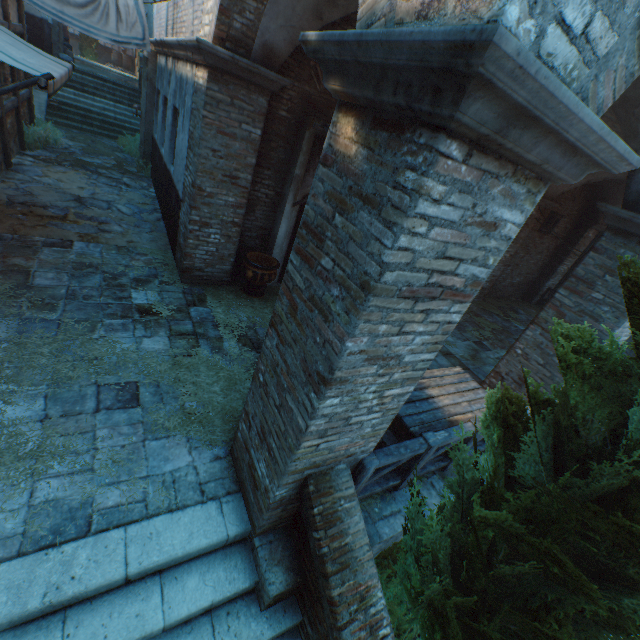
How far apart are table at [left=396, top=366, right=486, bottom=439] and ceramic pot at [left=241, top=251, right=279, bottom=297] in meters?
3.2 m

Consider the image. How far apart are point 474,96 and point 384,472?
3.66m

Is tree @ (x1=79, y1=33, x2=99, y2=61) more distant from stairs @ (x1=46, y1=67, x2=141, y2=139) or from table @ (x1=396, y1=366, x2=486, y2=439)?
table @ (x1=396, y1=366, x2=486, y2=439)

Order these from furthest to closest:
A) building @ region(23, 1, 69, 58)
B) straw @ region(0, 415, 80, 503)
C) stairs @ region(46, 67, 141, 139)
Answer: stairs @ region(46, 67, 141, 139) → building @ region(23, 1, 69, 58) → straw @ region(0, 415, 80, 503)

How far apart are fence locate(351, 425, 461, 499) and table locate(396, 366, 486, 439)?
0.0 meters

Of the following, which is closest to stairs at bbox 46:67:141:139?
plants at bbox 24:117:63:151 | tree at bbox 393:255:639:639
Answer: plants at bbox 24:117:63:151

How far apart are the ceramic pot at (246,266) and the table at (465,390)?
3.2 meters

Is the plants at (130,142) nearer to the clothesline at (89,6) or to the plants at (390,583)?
the clothesline at (89,6)
